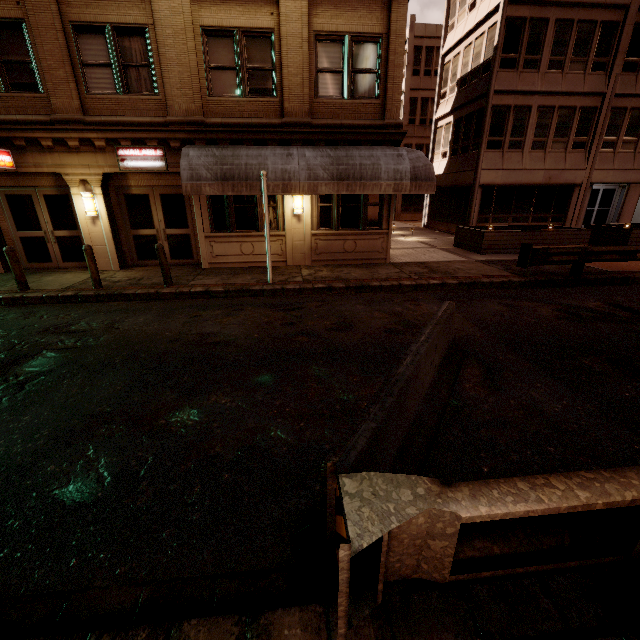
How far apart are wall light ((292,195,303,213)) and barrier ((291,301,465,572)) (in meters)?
7.44

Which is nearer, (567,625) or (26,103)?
(567,625)

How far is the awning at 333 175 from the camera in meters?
9.6

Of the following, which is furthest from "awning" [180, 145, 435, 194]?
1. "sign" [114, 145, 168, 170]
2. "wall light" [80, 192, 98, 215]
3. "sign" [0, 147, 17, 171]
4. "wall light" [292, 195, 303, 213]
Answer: "sign" [0, 147, 17, 171]

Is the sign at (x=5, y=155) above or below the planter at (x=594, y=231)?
above

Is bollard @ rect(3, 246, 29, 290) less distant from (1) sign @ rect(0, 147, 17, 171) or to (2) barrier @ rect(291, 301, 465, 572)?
(1) sign @ rect(0, 147, 17, 171)

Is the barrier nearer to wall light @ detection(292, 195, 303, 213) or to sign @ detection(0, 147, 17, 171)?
wall light @ detection(292, 195, 303, 213)

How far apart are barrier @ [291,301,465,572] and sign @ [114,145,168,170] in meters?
9.9
